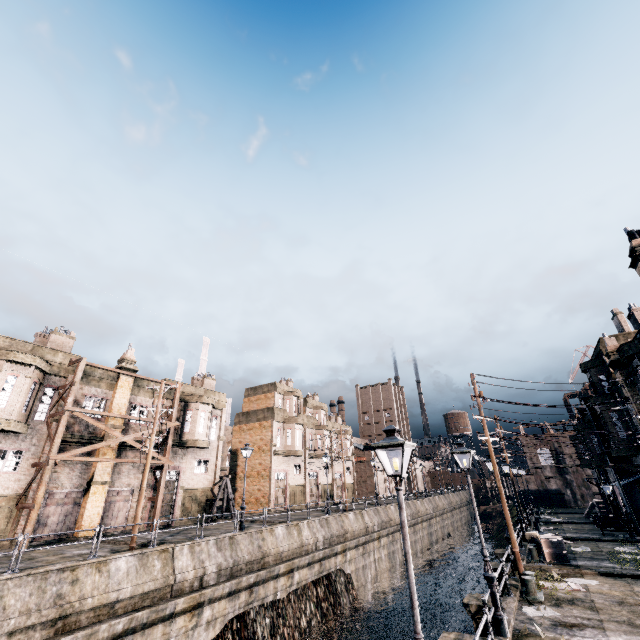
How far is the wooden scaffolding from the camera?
19.77m

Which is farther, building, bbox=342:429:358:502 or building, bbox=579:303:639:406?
building, bbox=342:429:358:502

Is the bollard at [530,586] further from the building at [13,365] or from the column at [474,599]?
the building at [13,365]

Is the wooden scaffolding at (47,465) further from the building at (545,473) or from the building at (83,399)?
the building at (545,473)

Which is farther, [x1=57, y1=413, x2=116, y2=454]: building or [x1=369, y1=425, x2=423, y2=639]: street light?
[x1=57, y1=413, x2=116, y2=454]: building

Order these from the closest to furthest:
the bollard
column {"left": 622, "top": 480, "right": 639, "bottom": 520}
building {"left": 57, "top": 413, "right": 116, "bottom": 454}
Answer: the bollard < building {"left": 57, "top": 413, "right": 116, "bottom": 454} < column {"left": 622, "top": 480, "right": 639, "bottom": 520}

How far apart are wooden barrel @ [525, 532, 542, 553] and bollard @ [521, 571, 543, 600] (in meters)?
9.04

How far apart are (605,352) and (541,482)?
42.62m
